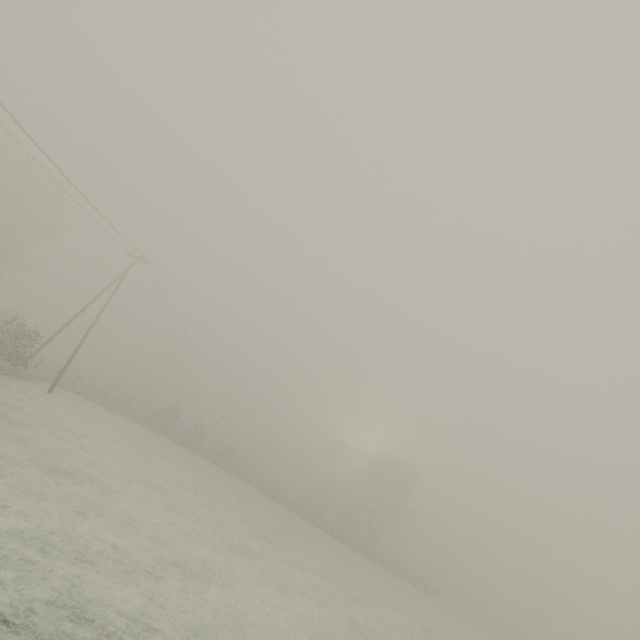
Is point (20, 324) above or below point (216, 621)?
above

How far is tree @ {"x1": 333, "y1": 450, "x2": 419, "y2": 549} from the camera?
48.22m

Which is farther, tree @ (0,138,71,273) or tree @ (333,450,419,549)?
tree @ (333,450,419,549)

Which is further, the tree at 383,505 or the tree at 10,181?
the tree at 383,505

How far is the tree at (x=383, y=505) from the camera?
48.2 meters
